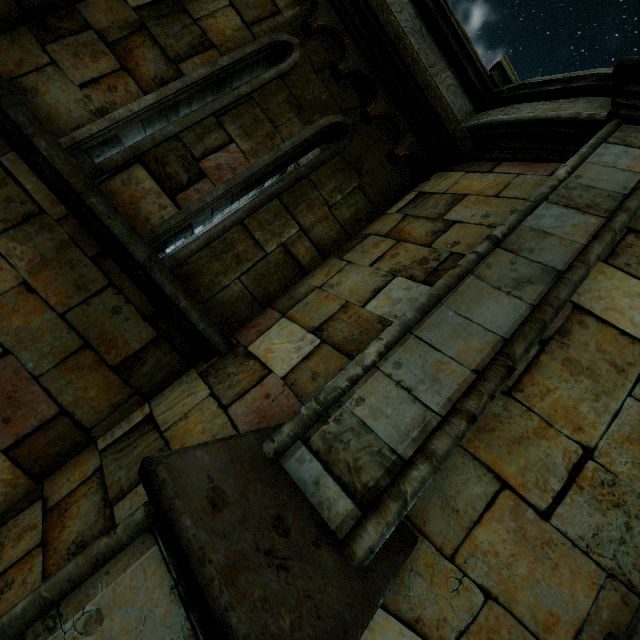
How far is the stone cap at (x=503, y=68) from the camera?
3.9 meters

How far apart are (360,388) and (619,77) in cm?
336

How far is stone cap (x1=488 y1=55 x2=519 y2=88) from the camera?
3.9 meters
